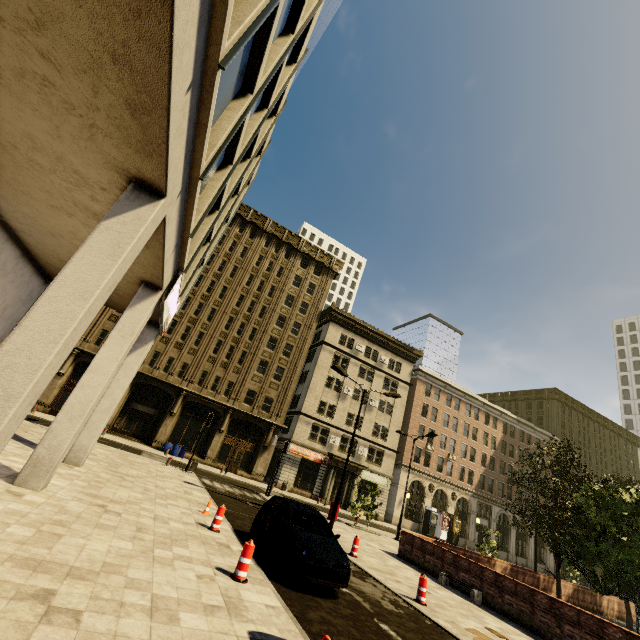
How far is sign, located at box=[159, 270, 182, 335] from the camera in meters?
10.6 m

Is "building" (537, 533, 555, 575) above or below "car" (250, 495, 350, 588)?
above

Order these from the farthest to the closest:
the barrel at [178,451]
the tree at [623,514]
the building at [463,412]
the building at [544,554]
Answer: the building at [544,554] < the barrel at [178,451] < the tree at [623,514] < the building at [463,412]

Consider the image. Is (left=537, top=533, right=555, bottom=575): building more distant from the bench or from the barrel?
the bench

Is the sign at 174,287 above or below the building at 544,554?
above

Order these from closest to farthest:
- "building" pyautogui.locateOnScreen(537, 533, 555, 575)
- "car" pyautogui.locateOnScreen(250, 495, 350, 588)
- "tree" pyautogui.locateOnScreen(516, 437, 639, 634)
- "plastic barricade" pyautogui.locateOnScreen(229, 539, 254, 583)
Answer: "plastic barricade" pyautogui.locateOnScreen(229, 539, 254, 583) < "car" pyautogui.locateOnScreen(250, 495, 350, 588) < "tree" pyautogui.locateOnScreen(516, 437, 639, 634) < "building" pyautogui.locateOnScreen(537, 533, 555, 575)

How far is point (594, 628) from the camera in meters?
9.4

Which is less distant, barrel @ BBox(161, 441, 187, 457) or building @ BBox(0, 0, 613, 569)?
building @ BBox(0, 0, 613, 569)
